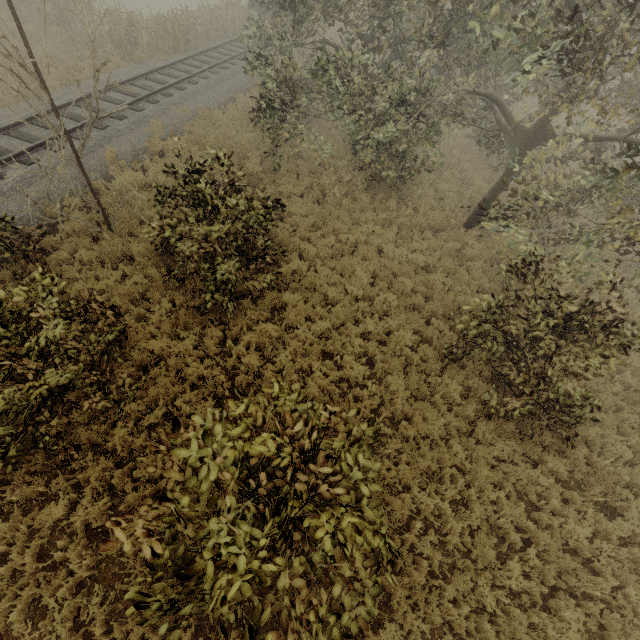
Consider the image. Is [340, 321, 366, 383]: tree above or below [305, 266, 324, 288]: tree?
above

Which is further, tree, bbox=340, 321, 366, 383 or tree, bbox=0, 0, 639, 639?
tree, bbox=340, 321, 366, 383

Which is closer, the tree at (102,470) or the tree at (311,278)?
the tree at (102,470)

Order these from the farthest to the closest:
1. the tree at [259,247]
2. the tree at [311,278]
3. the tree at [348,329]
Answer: the tree at [311,278] → the tree at [348,329] → the tree at [259,247]

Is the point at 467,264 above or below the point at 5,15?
below

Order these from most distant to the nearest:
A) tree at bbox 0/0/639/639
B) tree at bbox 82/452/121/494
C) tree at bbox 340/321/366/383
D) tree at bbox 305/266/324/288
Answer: tree at bbox 305/266/324/288
tree at bbox 340/321/366/383
tree at bbox 82/452/121/494
tree at bbox 0/0/639/639
